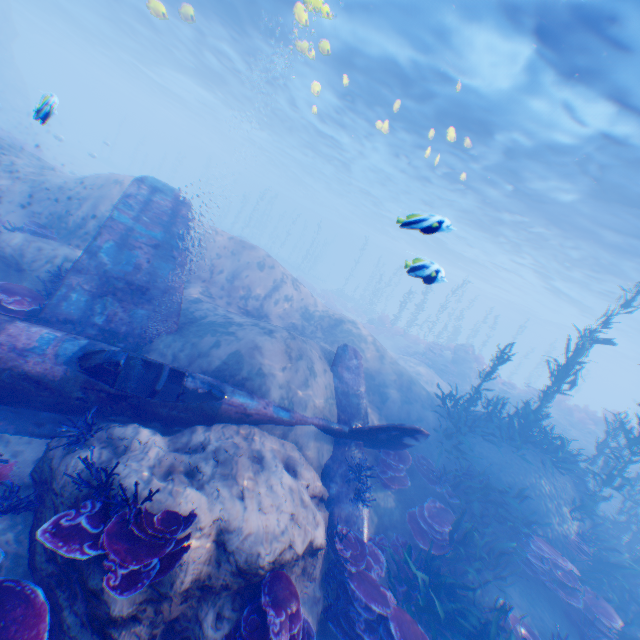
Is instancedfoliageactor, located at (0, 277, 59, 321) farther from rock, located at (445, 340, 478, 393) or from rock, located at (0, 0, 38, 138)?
rock, located at (445, 340, 478, 393)

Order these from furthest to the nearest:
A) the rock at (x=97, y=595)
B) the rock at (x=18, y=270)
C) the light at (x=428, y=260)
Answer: the rock at (x=18, y=270) < the light at (x=428, y=260) < the rock at (x=97, y=595)

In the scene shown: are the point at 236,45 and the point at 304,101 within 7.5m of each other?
yes

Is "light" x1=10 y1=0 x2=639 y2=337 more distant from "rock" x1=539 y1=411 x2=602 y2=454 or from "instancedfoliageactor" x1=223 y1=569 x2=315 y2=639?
"rock" x1=539 y1=411 x2=602 y2=454

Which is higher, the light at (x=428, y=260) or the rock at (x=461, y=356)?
the light at (x=428, y=260)

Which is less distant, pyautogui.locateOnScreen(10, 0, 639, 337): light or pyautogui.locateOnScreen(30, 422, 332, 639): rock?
pyautogui.locateOnScreen(30, 422, 332, 639): rock

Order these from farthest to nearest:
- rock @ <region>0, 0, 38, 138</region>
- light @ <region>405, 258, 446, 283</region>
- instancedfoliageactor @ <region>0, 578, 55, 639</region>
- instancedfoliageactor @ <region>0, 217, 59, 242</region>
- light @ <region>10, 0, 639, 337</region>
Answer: rock @ <region>0, 0, 38, 138</region> → light @ <region>10, 0, 639, 337</region> → instancedfoliageactor @ <region>0, 217, 59, 242</region> → light @ <region>405, 258, 446, 283</region> → instancedfoliageactor @ <region>0, 578, 55, 639</region>

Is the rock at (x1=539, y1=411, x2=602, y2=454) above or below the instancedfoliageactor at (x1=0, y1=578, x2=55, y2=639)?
above
